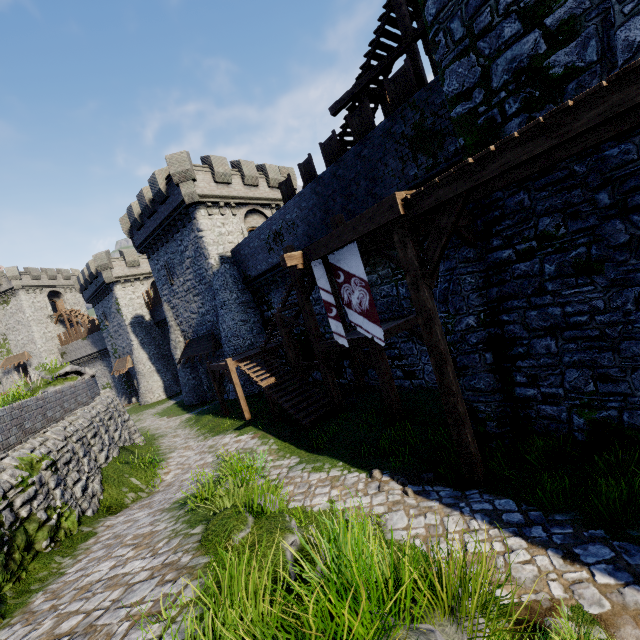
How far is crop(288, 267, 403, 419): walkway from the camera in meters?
10.5

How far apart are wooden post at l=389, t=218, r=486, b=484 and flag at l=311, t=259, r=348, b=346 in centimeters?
270cm

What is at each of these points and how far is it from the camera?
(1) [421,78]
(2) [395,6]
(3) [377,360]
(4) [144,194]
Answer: (1) wooden post, 11.5m
(2) stairs, 11.5m
(3) walkway, 10.5m
(4) building, 23.7m

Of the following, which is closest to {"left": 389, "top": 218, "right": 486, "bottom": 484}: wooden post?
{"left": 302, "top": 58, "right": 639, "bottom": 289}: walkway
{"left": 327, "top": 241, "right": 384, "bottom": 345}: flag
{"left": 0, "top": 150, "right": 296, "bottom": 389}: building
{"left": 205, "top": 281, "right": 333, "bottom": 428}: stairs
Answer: {"left": 302, "top": 58, "right": 639, "bottom": 289}: walkway

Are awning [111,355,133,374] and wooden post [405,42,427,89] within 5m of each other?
no

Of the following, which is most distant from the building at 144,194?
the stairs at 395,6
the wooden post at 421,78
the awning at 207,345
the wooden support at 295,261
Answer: the wooden post at 421,78

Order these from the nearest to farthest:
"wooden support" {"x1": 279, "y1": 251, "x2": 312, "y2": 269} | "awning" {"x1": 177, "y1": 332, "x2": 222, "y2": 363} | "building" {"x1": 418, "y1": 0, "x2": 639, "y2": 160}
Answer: "building" {"x1": 418, "y1": 0, "x2": 639, "y2": 160} < "wooden support" {"x1": 279, "y1": 251, "x2": 312, "y2": 269} < "awning" {"x1": 177, "y1": 332, "x2": 222, "y2": 363}

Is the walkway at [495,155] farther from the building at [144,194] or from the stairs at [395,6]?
the building at [144,194]
